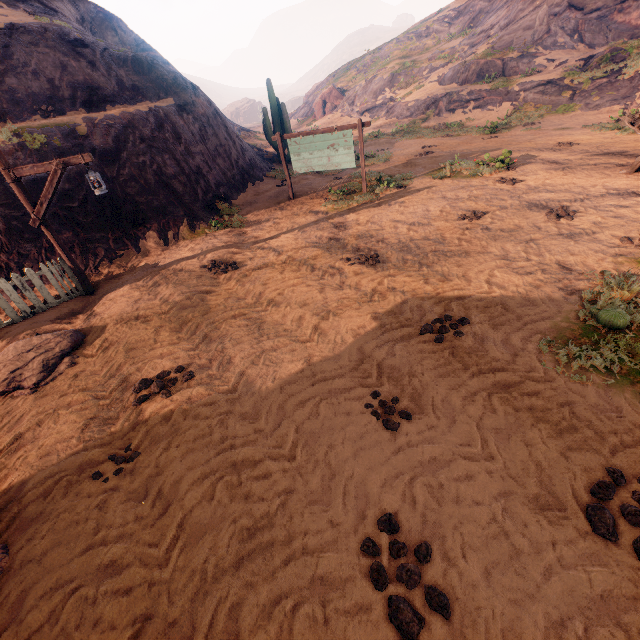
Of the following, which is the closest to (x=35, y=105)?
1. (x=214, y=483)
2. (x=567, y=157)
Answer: (x=214, y=483)

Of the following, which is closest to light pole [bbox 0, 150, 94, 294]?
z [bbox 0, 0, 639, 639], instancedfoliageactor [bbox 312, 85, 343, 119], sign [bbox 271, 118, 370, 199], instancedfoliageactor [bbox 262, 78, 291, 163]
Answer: z [bbox 0, 0, 639, 639]

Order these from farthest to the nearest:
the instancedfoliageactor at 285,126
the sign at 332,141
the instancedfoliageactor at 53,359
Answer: the instancedfoliageactor at 285,126 → the sign at 332,141 → the instancedfoliageactor at 53,359

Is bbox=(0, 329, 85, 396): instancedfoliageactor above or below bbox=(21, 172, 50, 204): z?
below

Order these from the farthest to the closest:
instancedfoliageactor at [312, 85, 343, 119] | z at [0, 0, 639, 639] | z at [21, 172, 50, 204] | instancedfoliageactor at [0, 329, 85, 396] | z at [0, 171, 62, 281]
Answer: instancedfoliageactor at [312, 85, 343, 119], z at [21, 172, 50, 204], z at [0, 171, 62, 281], instancedfoliageactor at [0, 329, 85, 396], z at [0, 0, 639, 639]

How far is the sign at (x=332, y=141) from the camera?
10.4m

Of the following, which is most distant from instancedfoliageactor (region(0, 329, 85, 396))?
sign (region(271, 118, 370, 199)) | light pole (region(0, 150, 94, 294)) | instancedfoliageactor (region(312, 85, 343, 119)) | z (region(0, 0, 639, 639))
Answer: instancedfoliageactor (region(312, 85, 343, 119))
